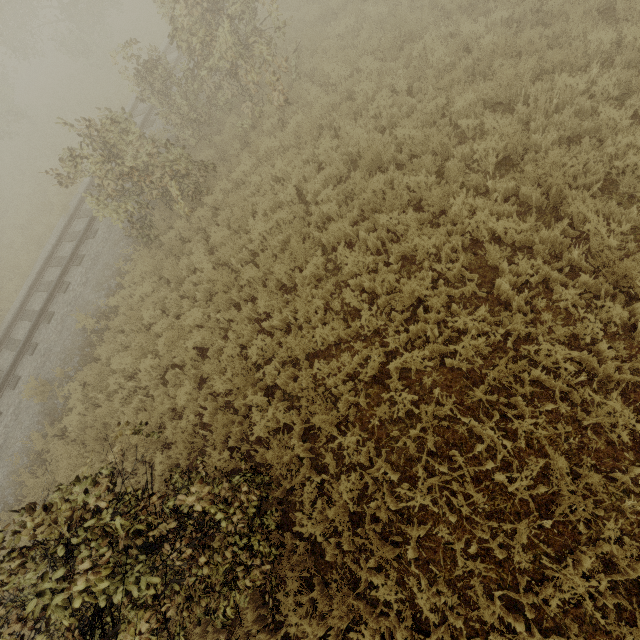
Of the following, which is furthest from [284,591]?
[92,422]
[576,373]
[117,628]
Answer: [92,422]
